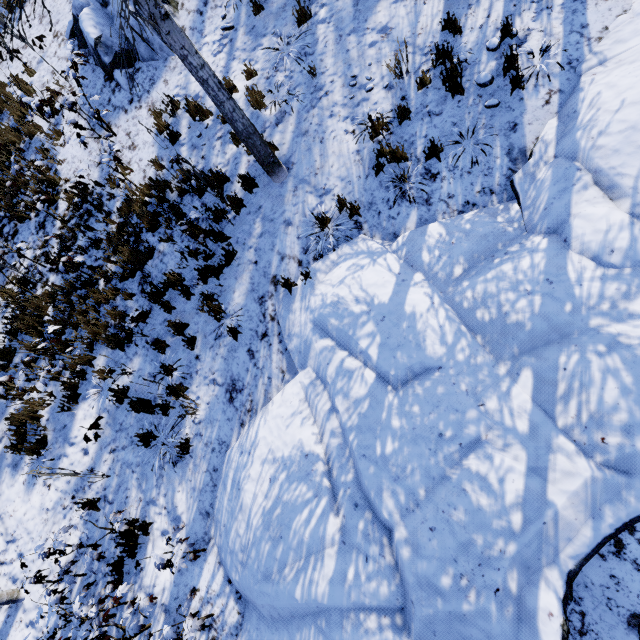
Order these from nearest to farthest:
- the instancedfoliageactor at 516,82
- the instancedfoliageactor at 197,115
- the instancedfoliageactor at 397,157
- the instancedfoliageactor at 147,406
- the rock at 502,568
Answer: the rock at 502,568, the instancedfoliageactor at 516,82, the instancedfoliageactor at 397,157, the instancedfoliageactor at 147,406, the instancedfoliageactor at 197,115

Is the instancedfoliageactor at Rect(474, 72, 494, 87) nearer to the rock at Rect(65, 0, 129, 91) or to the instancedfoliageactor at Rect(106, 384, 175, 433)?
the instancedfoliageactor at Rect(106, 384, 175, 433)

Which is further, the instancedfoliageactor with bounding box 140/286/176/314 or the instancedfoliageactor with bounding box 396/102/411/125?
the instancedfoliageactor with bounding box 140/286/176/314

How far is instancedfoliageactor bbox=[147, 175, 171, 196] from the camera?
6.97m

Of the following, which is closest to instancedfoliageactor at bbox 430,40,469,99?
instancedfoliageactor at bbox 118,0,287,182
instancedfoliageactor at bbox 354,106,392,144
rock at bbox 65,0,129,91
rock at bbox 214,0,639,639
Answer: rock at bbox 65,0,129,91

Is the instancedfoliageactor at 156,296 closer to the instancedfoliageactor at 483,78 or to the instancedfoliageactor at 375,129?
the instancedfoliageactor at 483,78

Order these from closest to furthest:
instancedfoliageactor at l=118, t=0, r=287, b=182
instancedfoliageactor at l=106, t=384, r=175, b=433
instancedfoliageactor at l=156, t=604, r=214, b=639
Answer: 1. instancedfoliageactor at l=118, t=0, r=287, b=182
2. instancedfoliageactor at l=156, t=604, r=214, b=639
3. instancedfoliageactor at l=106, t=384, r=175, b=433

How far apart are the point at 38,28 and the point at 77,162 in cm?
580
